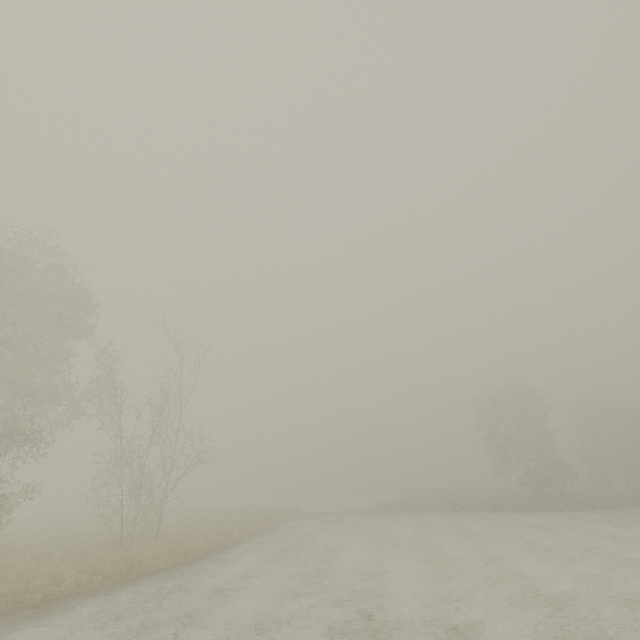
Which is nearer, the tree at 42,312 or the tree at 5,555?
the tree at 5,555

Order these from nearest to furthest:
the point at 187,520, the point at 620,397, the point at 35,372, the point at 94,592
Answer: the point at 94,592, the point at 35,372, the point at 187,520, the point at 620,397

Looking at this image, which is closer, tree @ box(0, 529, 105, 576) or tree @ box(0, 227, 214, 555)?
tree @ box(0, 529, 105, 576)

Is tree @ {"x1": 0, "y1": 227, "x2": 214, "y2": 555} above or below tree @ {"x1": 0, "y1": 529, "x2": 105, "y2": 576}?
above

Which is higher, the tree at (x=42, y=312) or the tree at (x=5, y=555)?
the tree at (x=42, y=312)
